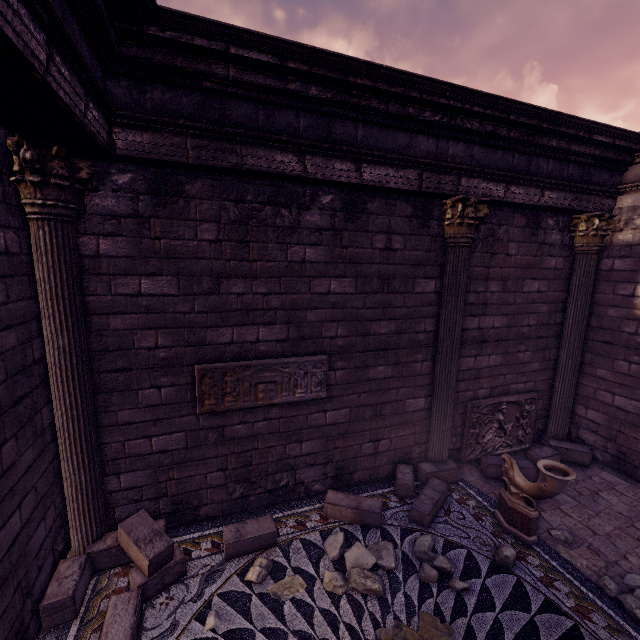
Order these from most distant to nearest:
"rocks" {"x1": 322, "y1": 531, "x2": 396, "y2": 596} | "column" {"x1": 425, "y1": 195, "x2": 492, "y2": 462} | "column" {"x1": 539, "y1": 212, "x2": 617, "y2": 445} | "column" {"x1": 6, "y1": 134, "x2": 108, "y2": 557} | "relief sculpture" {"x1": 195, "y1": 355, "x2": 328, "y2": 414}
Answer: "column" {"x1": 539, "y1": 212, "x2": 617, "y2": 445} → "column" {"x1": 425, "y1": 195, "x2": 492, "y2": 462} → "relief sculpture" {"x1": 195, "y1": 355, "x2": 328, "y2": 414} → "rocks" {"x1": 322, "y1": 531, "x2": 396, "y2": 596} → "column" {"x1": 6, "y1": 134, "x2": 108, "y2": 557}

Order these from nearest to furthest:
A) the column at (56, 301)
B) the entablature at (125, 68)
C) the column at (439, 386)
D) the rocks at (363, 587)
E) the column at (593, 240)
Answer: the entablature at (125, 68)
the column at (56, 301)
the rocks at (363, 587)
the column at (439, 386)
the column at (593, 240)

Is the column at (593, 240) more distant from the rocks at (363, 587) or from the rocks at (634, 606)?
the rocks at (363, 587)

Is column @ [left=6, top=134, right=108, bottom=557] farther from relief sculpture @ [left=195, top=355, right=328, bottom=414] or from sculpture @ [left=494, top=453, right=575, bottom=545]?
sculpture @ [left=494, top=453, right=575, bottom=545]

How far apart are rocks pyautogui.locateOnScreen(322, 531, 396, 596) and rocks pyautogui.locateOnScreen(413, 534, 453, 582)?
0.3 meters

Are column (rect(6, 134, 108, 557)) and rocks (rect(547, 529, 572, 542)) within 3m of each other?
no

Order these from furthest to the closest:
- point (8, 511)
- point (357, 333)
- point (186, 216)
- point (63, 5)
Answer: point (357, 333), point (186, 216), point (8, 511), point (63, 5)

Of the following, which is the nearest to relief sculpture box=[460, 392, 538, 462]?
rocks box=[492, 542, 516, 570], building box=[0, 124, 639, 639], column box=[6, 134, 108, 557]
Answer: building box=[0, 124, 639, 639]
